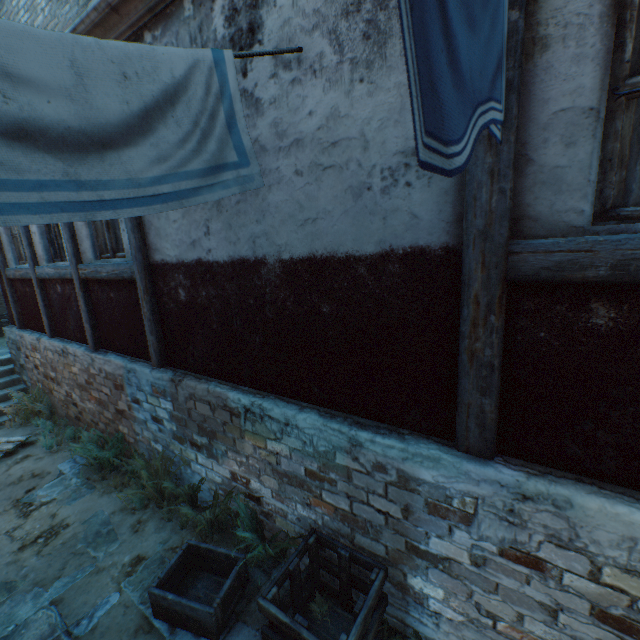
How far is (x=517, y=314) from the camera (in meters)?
1.99

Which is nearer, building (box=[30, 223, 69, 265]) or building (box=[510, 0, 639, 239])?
building (box=[510, 0, 639, 239])

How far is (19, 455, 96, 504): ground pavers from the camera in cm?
483

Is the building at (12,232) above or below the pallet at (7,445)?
above

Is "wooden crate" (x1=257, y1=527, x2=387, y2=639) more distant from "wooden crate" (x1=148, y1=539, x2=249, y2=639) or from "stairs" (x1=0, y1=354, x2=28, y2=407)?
"stairs" (x1=0, y1=354, x2=28, y2=407)

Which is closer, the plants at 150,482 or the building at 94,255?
the plants at 150,482

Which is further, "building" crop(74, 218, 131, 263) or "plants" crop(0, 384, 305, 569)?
"building" crop(74, 218, 131, 263)

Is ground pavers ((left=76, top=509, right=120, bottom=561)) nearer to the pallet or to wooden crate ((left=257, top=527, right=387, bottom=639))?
wooden crate ((left=257, top=527, right=387, bottom=639))
